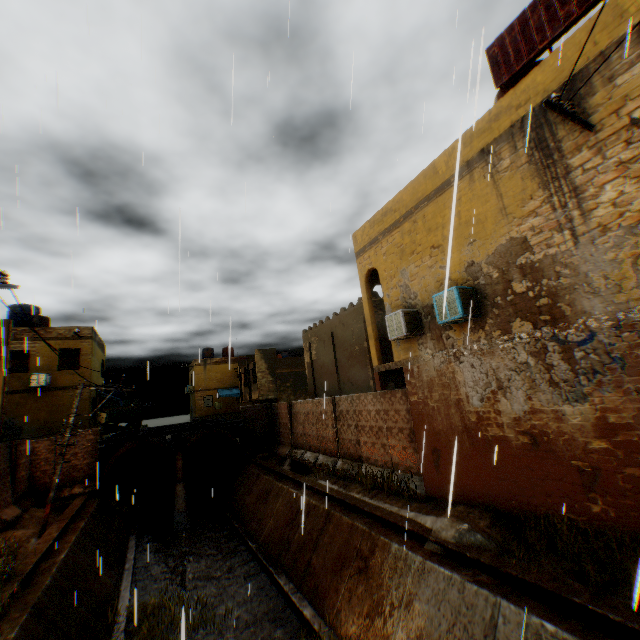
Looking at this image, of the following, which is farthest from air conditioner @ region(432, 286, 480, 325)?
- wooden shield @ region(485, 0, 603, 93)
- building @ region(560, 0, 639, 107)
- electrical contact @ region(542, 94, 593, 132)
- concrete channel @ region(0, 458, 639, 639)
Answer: wooden shield @ region(485, 0, 603, 93)

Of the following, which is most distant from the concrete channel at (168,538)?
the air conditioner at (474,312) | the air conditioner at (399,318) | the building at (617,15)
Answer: the air conditioner at (399,318)

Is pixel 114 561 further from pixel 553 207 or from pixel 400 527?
pixel 553 207

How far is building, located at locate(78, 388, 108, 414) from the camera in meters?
20.3 m

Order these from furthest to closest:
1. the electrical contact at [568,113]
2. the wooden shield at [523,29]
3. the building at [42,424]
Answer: the building at [42,424], the wooden shield at [523,29], the electrical contact at [568,113]

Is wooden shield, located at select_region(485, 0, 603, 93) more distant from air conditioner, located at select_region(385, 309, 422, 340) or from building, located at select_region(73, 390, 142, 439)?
A: air conditioner, located at select_region(385, 309, 422, 340)

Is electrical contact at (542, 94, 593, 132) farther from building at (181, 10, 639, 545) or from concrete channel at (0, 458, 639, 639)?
concrete channel at (0, 458, 639, 639)

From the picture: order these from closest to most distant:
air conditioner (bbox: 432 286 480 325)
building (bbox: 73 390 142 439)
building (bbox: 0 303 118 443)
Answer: air conditioner (bbox: 432 286 480 325) < building (bbox: 0 303 118 443) < building (bbox: 73 390 142 439)
